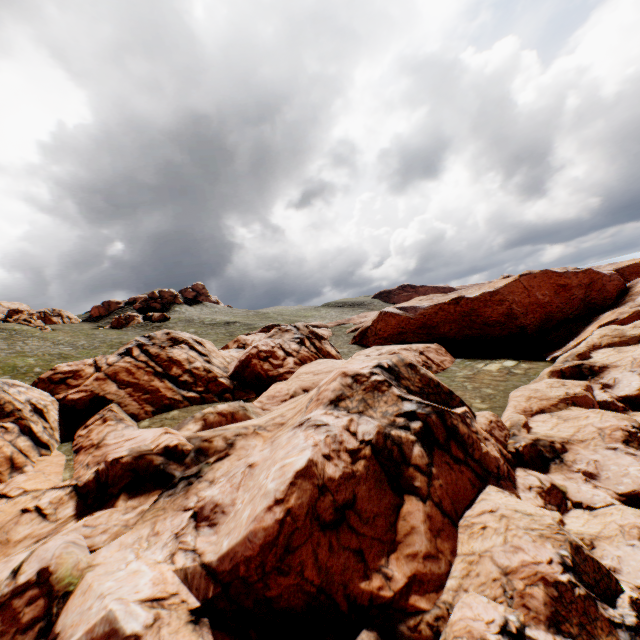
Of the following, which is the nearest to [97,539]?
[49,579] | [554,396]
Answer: [49,579]
